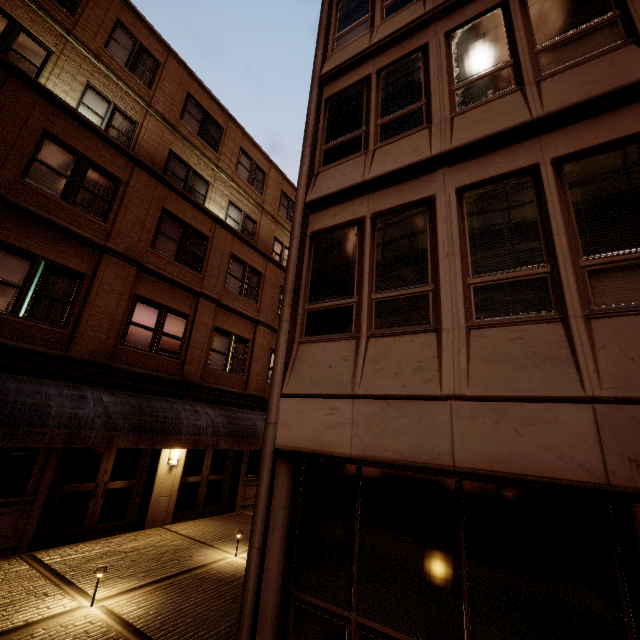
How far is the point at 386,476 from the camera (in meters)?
4.19
